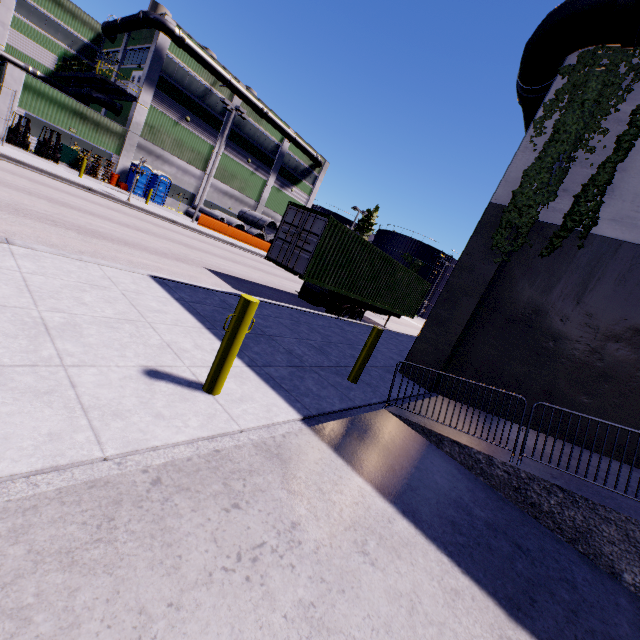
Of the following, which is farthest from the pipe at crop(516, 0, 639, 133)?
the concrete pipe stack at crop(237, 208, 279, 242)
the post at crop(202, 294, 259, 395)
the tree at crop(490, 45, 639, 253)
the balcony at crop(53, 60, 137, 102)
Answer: the balcony at crop(53, 60, 137, 102)

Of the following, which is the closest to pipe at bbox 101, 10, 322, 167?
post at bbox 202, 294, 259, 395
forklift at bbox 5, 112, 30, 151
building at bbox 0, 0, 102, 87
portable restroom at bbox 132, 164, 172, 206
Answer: building at bbox 0, 0, 102, 87

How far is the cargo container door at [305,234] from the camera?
11.28m

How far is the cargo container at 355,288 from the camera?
11.52m

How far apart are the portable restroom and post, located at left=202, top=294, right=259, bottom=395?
27.4m

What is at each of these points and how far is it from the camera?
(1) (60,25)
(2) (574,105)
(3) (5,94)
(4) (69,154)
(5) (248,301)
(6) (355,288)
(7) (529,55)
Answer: (1) building, 34.09m
(2) tree, 7.08m
(3) building, 23.09m
(4) electrical box, 26.06m
(5) post, 3.43m
(6) cargo container, 14.09m
(7) pipe, 7.80m

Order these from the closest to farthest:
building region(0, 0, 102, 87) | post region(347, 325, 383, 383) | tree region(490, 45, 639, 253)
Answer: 1. post region(347, 325, 383, 383)
2. tree region(490, 45, 639, 253)
3. building region(0, 0, 102, 87)
